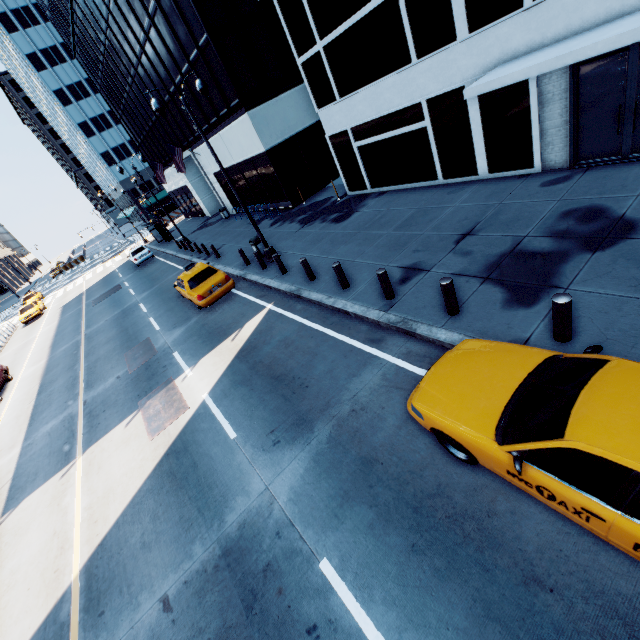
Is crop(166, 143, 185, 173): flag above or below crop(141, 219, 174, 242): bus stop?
above

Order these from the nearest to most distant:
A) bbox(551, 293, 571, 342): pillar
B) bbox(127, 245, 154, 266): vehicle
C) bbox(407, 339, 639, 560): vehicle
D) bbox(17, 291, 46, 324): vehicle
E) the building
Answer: bbox(407, 339, 639, 560): vehicle < bbox(551, 293, 571, 342): pillar < the building < bbox(127, 245, 154, 266): vehicle < bbox(17, 291, 46, 324): vehicle

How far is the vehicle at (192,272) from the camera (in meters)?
13.50

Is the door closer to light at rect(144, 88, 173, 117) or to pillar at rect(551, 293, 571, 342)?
pillar at rect(551, 293, 571, 342)

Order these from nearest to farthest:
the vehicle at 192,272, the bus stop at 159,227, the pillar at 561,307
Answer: the pillar at 561,307 < the vehicle at 192,272 < the bus stop at 159,227

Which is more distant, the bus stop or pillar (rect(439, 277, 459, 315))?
the bus stop

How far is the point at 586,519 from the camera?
3.3m

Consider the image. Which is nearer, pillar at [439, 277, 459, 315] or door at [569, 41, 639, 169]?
pillar at [439, 277, 459, 315]
